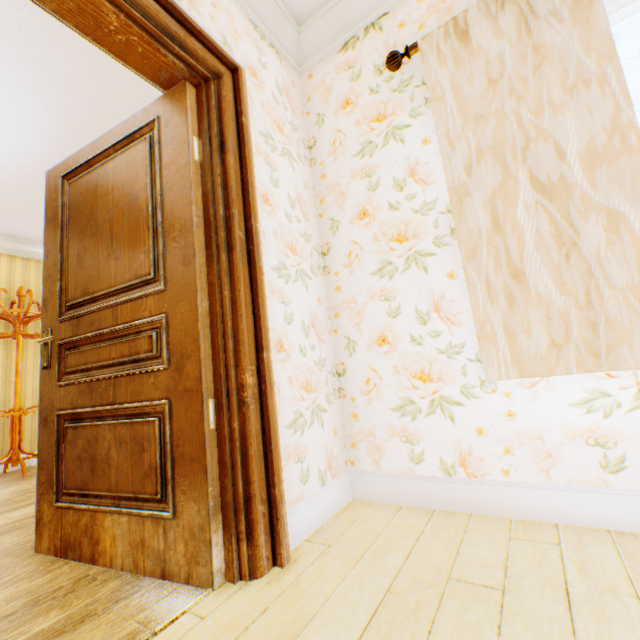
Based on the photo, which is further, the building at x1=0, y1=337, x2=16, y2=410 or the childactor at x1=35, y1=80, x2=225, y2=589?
the building at x1=0, y1=337, x2=16, y2=410

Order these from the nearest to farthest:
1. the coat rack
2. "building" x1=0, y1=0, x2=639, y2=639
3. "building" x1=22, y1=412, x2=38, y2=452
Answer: "building" x1=0, y1=0, x2=639, y2=639, the coat rack, "building" x1=22, y1=412, x2=38, y2=452

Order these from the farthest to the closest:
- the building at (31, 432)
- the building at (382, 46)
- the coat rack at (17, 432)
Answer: the building at (31, 432), the coat rack at (17, 432), the building at (382, 46)

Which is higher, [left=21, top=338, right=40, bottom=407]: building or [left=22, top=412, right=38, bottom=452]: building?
[left=21, top=338, right=40, bottom=407]: building

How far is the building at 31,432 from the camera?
4.39m

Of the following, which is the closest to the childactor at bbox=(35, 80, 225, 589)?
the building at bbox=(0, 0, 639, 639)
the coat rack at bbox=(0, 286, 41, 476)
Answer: the building at bbox=(0, 0, 639, 639)

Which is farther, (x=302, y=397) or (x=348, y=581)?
(x=302, y=397)
